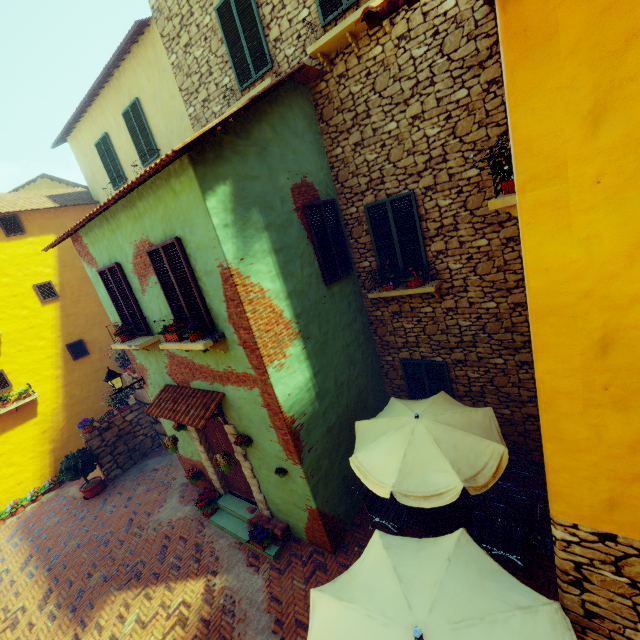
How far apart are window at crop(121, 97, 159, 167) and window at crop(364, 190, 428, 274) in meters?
7.4

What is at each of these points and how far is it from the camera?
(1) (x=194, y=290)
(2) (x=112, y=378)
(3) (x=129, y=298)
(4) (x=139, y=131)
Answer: (1) window, 5.5m
(2) street light, 8.0m
(3) window, 7.1m
(4) window, 10.2m

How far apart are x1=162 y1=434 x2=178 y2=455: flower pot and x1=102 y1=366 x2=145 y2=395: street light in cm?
168

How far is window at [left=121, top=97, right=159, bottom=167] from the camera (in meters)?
9.86

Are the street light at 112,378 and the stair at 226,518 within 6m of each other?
yes

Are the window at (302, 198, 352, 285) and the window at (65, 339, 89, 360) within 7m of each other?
no

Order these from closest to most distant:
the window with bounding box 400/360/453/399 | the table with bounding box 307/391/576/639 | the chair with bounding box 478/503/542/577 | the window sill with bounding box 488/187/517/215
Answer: the table with bounding box 307/391/576/639 → the window sill with bounding box 488/187/517/215 → the chair with bounding box 478/503/542/577 → the window with bounding box 400/360/453/399

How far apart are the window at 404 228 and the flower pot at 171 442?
6.44m
